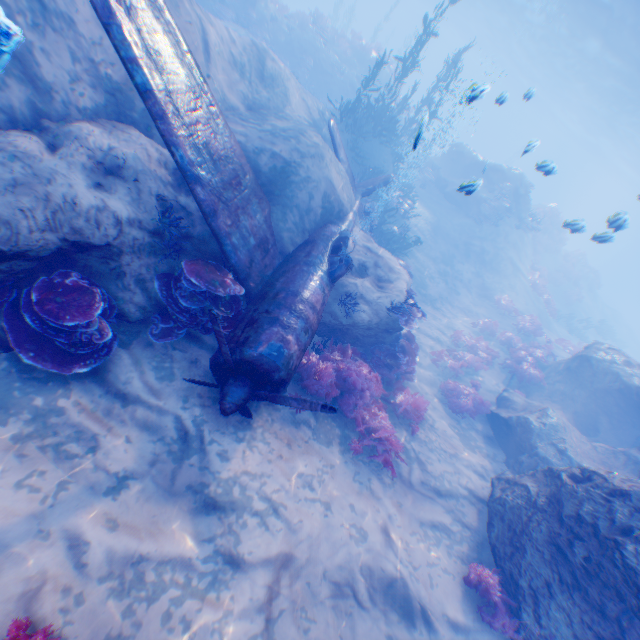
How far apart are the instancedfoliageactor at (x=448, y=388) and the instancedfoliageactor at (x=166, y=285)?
8.04m

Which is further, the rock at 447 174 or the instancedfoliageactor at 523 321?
the rock at 447 174

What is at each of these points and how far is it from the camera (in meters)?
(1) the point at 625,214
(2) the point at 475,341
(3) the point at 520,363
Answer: (1) light, 8.41
(2) instancedfoliageactor, 14.86
(3) instancedfoliageactor, 13.77

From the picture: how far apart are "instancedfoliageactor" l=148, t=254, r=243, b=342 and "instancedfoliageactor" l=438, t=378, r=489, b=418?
8.04m

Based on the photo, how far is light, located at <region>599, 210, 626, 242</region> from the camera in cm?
842

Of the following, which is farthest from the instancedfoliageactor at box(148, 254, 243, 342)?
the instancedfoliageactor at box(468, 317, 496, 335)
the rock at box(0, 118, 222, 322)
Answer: the instancedfoliageactor at box(468, 317, 496, 335)

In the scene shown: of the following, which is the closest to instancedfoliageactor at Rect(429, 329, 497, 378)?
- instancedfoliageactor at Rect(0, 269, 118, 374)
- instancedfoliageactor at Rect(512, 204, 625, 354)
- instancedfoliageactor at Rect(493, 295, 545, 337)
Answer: instancedfoliageactor at Rect(493, 295, 545, 337)

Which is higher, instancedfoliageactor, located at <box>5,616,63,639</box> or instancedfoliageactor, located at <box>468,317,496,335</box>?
instancedfoliageactor, located at <box>5,616,63,639</box>
